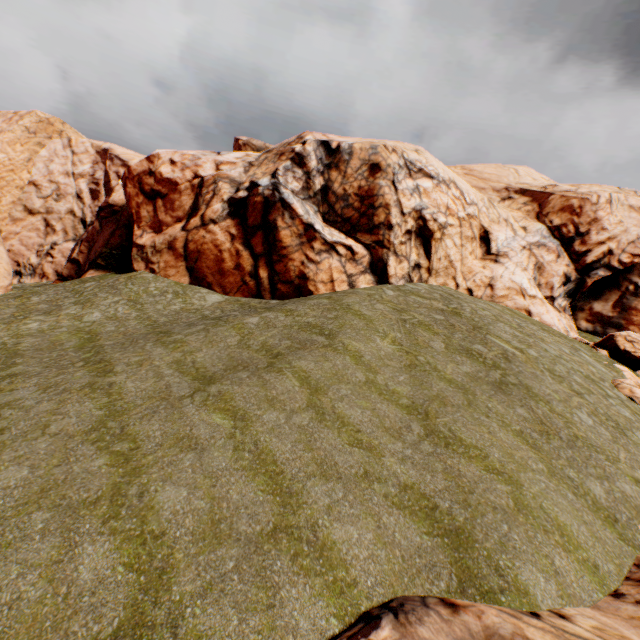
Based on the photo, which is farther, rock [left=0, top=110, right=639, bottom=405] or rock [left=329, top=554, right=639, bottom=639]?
rock [left=0, top=110, right=639, bottom=405]

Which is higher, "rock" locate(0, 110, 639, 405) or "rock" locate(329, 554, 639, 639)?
"rock" locate(0, 110, 639, 405)

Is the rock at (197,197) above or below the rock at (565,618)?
above

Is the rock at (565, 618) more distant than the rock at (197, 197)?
No

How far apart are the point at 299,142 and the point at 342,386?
22.63m
